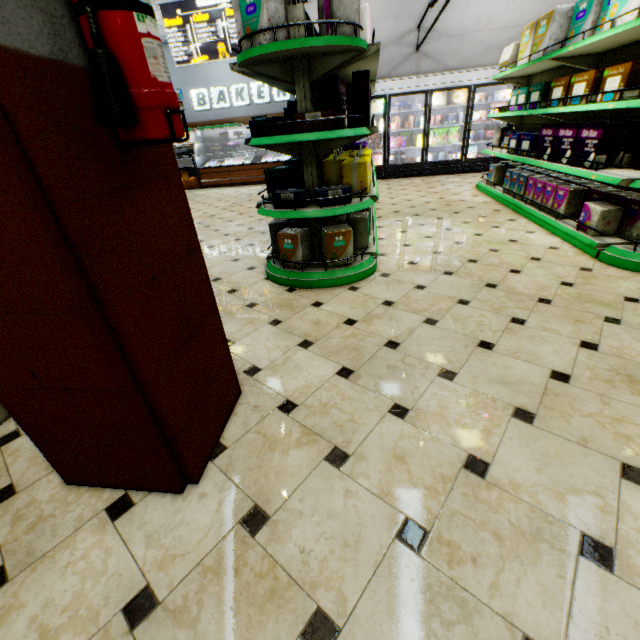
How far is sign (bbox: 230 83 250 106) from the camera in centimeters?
1365cm

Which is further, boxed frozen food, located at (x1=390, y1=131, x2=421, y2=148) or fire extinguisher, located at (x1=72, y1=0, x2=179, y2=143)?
boxed frozen food, located at (x1=390, y1=131, x2=421, y2=148)

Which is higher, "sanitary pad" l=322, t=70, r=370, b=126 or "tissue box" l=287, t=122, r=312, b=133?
"sanitary pad" l=322, t=70, r=370, b=126

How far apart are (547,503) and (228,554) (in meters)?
1.26

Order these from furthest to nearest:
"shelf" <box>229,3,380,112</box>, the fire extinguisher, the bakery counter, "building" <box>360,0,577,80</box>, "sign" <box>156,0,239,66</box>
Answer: the bakery counter, "sign" <box>156,0,239,66</box>, "building" <box>360,0,577,80</box>, "shelf" <box>229,3,380,112</box>, the fire extinguisher

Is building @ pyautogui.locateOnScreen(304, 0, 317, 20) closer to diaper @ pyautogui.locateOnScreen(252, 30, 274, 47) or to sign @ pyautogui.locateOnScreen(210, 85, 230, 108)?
sign @ pyautogui.locateOnScreen(210, 85, 230, 108)

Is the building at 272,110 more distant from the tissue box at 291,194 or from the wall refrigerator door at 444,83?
the tissue box at 291,194

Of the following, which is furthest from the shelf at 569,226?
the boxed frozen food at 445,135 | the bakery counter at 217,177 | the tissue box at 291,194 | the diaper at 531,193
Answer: → the bakery counter at 217,177
